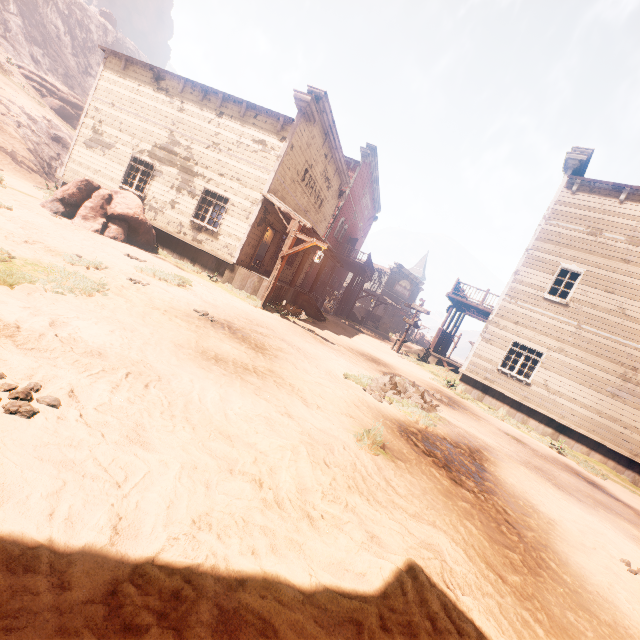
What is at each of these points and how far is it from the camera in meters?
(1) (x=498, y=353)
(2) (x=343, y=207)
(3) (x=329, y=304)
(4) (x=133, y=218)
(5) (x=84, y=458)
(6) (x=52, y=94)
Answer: (1) building, 15.2 m
(2) building, 24.6 m
(3) wooden box, 25.2 m
(4) instancedfoliageactor, 11.8 m
(5) z, 2.0 m
(6) rock, 32.1 m

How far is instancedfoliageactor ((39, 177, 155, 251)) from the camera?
10.9m

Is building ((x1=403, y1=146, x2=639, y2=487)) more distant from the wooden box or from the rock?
the rock

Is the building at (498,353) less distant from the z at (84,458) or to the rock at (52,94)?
the z at (84,458)

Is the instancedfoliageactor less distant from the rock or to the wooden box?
the wooden box

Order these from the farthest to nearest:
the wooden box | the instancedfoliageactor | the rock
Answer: the rock → the wooden box → the instancedfoliageactor

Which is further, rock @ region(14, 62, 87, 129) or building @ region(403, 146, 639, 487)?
rock @ region(14, 62, 87, 129)

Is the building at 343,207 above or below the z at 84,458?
above
